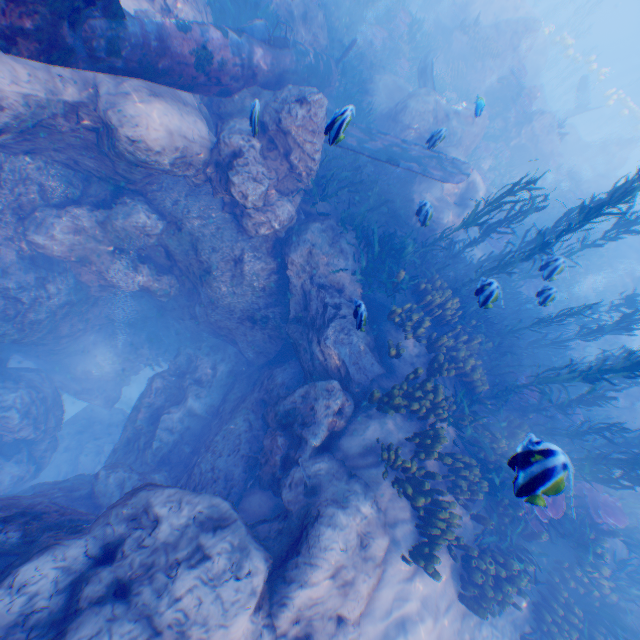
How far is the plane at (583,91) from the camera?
25.73m

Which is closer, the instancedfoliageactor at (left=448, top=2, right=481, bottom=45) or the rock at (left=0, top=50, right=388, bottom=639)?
the rock at (left=0, top=50, right=388, bottom=639)

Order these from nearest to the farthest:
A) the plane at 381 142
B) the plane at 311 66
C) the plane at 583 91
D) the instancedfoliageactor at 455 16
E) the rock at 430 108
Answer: the plane at 311 66 < the plane at 381 142 < the rock at 430 108 < the instancedfoliageactor at 455 16 < the plane at 583 91

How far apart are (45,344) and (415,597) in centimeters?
1290cm

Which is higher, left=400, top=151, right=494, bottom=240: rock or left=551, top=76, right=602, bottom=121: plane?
left=551, top=76, right=602, bottom=121: plane

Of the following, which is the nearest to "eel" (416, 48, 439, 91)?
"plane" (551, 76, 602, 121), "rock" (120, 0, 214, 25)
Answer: "rock" (120, 0, 214, 25)

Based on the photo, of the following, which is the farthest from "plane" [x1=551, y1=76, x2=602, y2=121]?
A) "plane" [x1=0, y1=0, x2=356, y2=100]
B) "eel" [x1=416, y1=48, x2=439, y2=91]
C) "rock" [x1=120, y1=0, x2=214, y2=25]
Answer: "plane" [x1=0, y1=0, x2=356, y2=100]

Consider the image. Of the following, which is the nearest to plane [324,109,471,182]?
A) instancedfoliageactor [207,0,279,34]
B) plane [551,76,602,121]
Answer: instancedfoliageactor [207,0,279,34]
